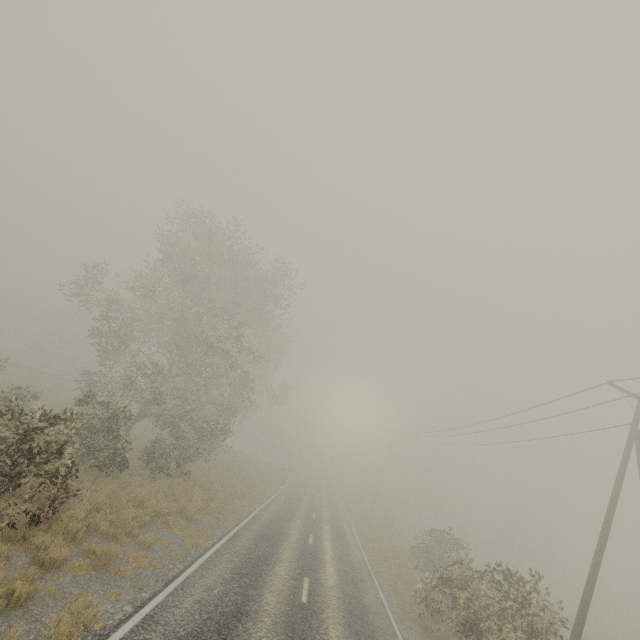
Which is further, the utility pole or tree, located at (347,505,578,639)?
the utility pole

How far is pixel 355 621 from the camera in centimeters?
1074cm

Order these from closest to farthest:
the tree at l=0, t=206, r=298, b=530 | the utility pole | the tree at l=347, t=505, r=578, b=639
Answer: the tree at l=0, t=206, r=298, b=530 → the tree at l=347, t=505, r=578, b=639 → the utility pole

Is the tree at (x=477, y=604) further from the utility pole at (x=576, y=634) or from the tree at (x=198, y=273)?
the tree at (x=198, y=273)

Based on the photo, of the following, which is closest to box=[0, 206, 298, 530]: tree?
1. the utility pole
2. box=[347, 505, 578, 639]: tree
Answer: box=[347, 505, 578, 639]: tree

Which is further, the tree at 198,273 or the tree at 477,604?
the tree at 477,604
